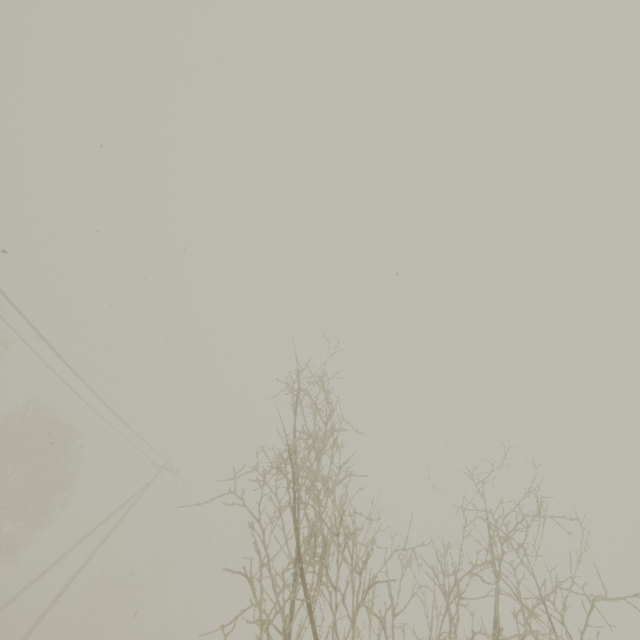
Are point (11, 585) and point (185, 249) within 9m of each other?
no
